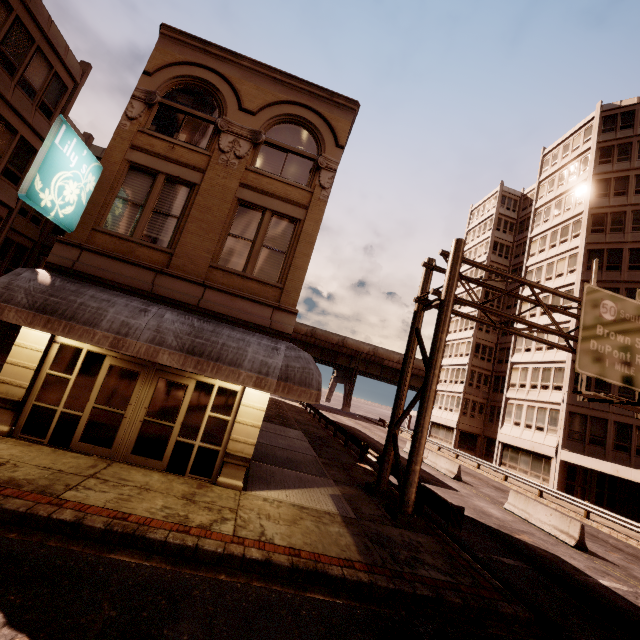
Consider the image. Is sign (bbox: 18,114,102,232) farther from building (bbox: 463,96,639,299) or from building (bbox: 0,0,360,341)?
building (bbox: 463,96,639,299)

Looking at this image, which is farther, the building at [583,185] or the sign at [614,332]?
the building at [583,185]

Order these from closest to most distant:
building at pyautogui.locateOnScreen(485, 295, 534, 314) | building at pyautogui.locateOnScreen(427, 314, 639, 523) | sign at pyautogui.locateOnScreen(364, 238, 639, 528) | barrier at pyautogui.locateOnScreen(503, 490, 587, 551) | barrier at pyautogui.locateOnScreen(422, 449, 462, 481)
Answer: sign at pyautogui.locateOnScreen(364, 238, 639, 528)
barrier at pyautogui.locateOnScreen(503, 490, 587, 551)
barrier at pyautogui.locateOnScreen(422, 449, 462, 481)
building at pyautogui.locateOnScreen(427, 314, 639, 523)
building at pyautogui.locateOnScreen(485, 295, 534, 314)

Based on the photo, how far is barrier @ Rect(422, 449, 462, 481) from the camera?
21.8 meters

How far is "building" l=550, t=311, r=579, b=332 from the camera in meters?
28.3

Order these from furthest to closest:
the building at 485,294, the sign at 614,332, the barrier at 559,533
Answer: the building at 485,294
the barrier at 559,533
the sign at 614,332

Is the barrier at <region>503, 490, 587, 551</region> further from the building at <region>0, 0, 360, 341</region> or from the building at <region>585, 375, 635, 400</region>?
the building at <region>0, 0, 360, 341</region>

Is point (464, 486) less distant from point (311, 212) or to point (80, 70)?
point (311, 212)
